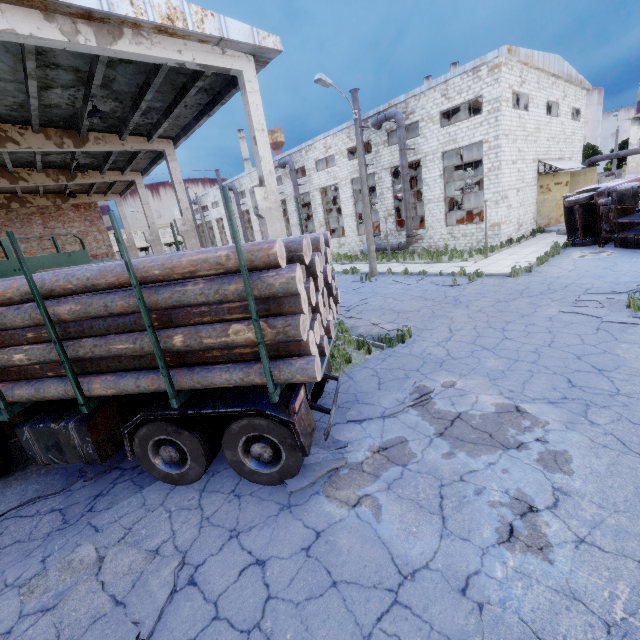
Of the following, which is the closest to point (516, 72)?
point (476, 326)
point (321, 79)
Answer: point (321, 79)

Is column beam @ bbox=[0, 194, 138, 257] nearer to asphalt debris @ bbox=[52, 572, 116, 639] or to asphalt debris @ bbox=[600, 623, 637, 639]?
asphalt debris @ bbox=[52, 572, 116, 639]

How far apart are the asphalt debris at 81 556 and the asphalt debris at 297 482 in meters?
1.5

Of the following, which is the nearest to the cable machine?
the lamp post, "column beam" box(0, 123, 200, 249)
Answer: the lamp post

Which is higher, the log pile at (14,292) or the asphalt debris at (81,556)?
the log pile at (14,292)

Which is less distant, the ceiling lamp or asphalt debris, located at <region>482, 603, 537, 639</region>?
asphalt debris, located at <region>482, 603, 537, 639</region>

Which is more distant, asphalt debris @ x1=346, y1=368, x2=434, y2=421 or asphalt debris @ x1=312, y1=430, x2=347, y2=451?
asphalt debris @ x1=346, y1=368, x2=434, y2=421

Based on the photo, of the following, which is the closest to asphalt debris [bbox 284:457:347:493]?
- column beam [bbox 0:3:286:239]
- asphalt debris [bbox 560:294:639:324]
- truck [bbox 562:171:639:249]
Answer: column beam [bbox 0:3:286:239]
